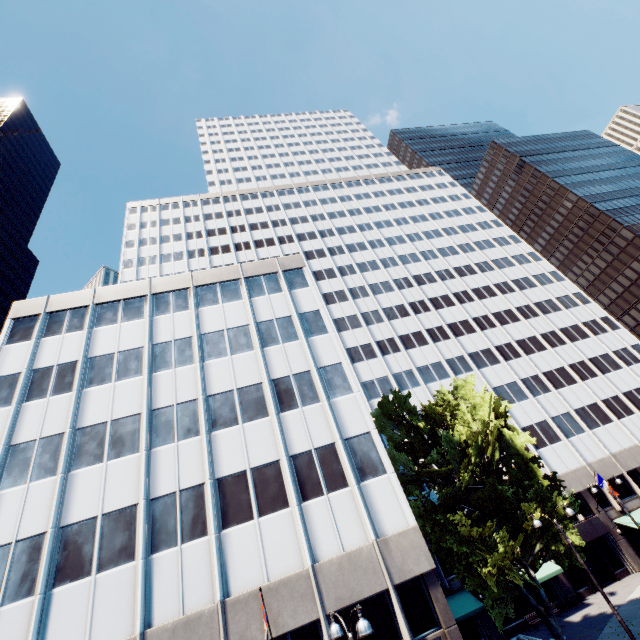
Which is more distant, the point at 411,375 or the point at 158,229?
the point at 158,229

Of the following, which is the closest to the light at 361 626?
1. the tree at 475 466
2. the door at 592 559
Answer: the tree at 475 466

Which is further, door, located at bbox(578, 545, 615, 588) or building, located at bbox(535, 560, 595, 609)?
door, located at bbox(578, 545, 615, 588)

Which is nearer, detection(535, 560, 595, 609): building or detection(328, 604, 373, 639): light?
detection(328, 604, 373, 639): light

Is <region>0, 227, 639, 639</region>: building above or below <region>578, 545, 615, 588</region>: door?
above

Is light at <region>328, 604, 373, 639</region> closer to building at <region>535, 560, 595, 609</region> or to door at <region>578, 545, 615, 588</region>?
building at <region>535, 560, 595, 609</region>

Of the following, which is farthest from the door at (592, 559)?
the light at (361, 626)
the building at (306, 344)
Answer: the light at (361, 626)
